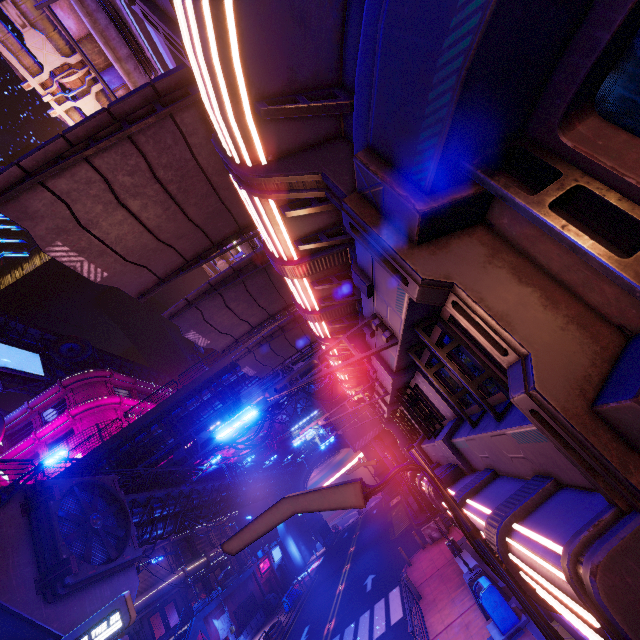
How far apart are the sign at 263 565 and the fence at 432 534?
27.8m

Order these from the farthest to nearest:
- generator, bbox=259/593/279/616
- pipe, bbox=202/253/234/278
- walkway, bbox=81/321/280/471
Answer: generator, bbox=259/593/279/616, walkway, bbox=81/321/280/471, pipe, bbox=202/253/234/278

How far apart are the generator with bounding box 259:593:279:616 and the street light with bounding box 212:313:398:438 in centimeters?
4060cm

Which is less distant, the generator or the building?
the generator

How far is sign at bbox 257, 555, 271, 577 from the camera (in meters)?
38.64

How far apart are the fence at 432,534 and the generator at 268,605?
24.3m

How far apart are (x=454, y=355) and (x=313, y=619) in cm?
2815

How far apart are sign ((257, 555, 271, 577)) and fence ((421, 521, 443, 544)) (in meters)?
27.80
